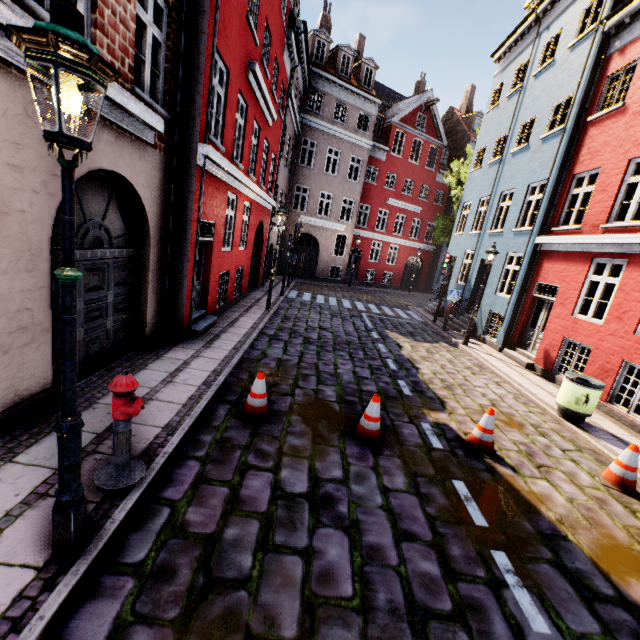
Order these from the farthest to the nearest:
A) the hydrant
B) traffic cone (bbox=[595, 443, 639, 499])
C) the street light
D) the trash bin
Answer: the trash bin
traffic cone (bbox=[595, 443, 639, 499])
the hydrant
the street light

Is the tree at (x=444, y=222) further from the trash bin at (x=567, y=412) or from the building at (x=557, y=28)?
the trash bin at (x=567, y=412)

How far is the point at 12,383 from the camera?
4.0 meters

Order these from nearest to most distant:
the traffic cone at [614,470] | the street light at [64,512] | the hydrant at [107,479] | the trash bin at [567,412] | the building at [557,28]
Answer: the street light at [64,512] → the hydrant at [107,479] → the traffic cone at [614,470] → the building at [557,28] → the trash bin at [567,412]

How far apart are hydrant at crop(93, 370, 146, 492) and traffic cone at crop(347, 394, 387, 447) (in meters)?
2.98

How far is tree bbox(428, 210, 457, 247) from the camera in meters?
21.0 m

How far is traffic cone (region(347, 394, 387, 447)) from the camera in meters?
5.2 m

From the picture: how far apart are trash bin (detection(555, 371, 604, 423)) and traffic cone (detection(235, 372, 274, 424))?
6.5m
